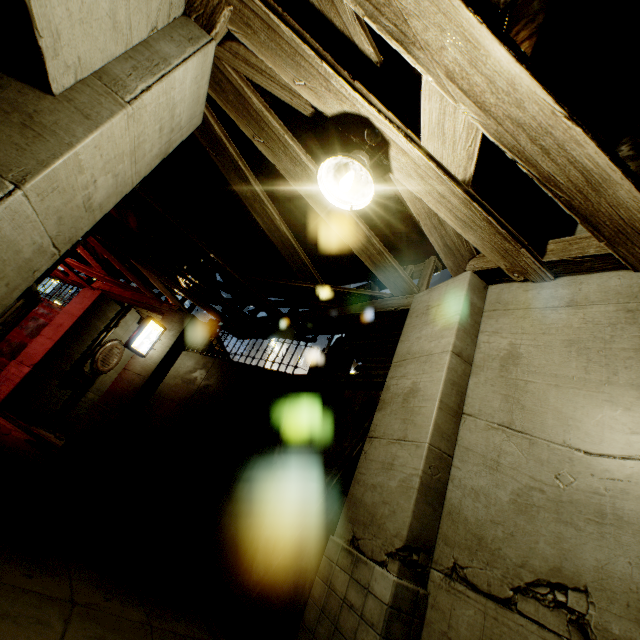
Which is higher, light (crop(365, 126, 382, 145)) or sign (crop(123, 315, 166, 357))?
light (crop(365, 126, 382, 145))

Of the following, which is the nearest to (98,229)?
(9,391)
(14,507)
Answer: (14,507)

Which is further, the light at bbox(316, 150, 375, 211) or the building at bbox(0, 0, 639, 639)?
the light at bbox(316, 150, 375, 211)

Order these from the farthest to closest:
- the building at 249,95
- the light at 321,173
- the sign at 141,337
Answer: the sign at 141,337, the light at 321,173, the building at 249,95

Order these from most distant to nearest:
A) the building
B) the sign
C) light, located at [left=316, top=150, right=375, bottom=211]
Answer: the sign, light, located at [left=316, top=150, right=375, bottom=211], the building

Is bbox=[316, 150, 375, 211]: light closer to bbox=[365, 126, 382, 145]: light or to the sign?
bbox=[365, 126, 382, 145]: light

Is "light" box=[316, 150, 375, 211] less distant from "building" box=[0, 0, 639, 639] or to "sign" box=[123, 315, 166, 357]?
"building" box=[0, 0, 639, 639]

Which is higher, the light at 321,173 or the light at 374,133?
the light at 374,133
